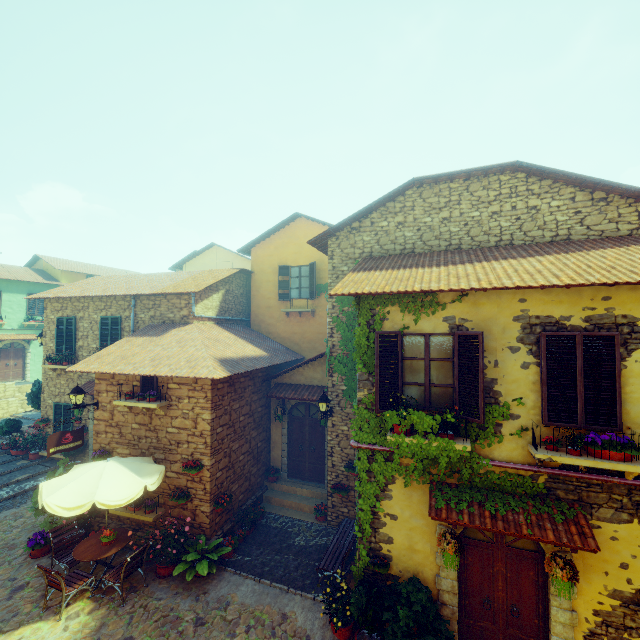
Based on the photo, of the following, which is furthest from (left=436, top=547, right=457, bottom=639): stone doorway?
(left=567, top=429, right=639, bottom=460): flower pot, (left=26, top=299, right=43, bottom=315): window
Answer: (left=26, top=299, right=43, bottom=315): window

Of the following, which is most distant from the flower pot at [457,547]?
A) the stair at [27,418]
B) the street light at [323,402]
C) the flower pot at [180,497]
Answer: the stair at [27,418]

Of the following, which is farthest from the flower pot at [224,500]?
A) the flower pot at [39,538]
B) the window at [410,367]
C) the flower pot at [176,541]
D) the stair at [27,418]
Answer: the stair at [27,418]

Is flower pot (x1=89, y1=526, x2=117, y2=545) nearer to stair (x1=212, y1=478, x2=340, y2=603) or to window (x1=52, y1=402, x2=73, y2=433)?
stair (x1=212, y1=478, x2=340, y2=603)

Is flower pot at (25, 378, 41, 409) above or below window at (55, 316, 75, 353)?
below

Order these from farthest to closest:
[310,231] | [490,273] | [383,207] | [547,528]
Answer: [310,231], [383,207], [490,273], [547,528]

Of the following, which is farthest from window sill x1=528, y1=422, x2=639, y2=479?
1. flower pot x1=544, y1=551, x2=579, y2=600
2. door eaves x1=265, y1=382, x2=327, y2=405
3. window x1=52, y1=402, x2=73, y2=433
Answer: window x1=52, y1=402, x2=73, y2=433

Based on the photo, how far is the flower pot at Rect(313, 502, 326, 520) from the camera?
10.1m
